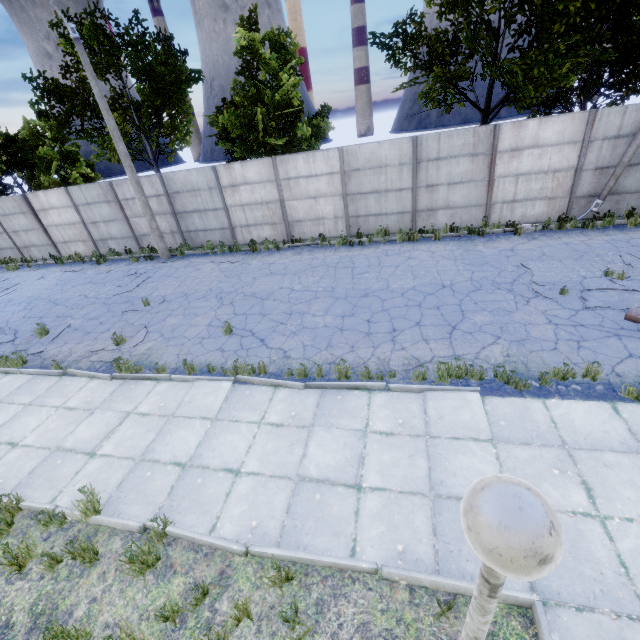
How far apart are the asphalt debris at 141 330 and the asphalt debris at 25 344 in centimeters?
152cm

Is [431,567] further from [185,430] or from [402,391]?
[185,430]

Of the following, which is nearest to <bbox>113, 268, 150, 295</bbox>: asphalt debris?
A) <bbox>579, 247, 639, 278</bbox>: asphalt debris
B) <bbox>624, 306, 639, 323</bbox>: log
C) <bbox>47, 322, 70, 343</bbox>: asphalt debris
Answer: <bbox>47, 322, 70, 343</bbox>: asphalt debris

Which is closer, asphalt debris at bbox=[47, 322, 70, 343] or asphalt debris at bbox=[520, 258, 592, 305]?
asphalt debris at bbox=[520, 258, 592, 305]

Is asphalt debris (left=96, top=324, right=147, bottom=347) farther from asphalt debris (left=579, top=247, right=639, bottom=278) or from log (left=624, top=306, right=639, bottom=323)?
log (left=624, top=306, right=639, bottom=323)

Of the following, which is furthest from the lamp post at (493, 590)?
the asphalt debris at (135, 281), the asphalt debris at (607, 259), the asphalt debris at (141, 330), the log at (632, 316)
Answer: the asphalt debris at (135, 281)

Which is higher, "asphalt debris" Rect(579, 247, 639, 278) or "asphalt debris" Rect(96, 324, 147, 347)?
"asphalt debris" Rect(579, 247, 639, 278)

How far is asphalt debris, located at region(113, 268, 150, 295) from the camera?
13.03m
